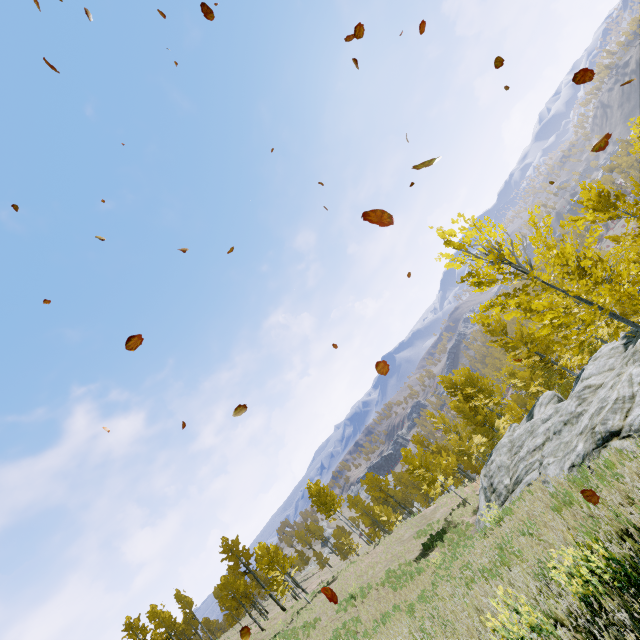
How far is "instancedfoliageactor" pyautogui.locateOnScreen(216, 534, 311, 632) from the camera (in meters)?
28.54

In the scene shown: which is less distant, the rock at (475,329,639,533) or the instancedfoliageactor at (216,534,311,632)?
the rock at (475,329,639,533)

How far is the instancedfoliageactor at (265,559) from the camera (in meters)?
28.54

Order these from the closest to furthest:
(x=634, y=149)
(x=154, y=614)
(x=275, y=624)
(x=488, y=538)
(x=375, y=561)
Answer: (x=488, y=538)
(x=634, y=149)
(x=375, y=561)
(x=275, y=624)
(x=154, y=614)

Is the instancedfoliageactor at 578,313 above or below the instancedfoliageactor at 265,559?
below

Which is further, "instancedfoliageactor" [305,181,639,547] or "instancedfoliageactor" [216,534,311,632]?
"instancedfoliageactor" [216,534,311,632]

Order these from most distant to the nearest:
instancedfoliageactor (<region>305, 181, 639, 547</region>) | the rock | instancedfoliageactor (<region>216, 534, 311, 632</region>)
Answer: instancedfoliageactor (<region>216, 534, 311, 632</region>), the rock, instancedfoliageactor (<region>305, 181, 639, 547</region>)
